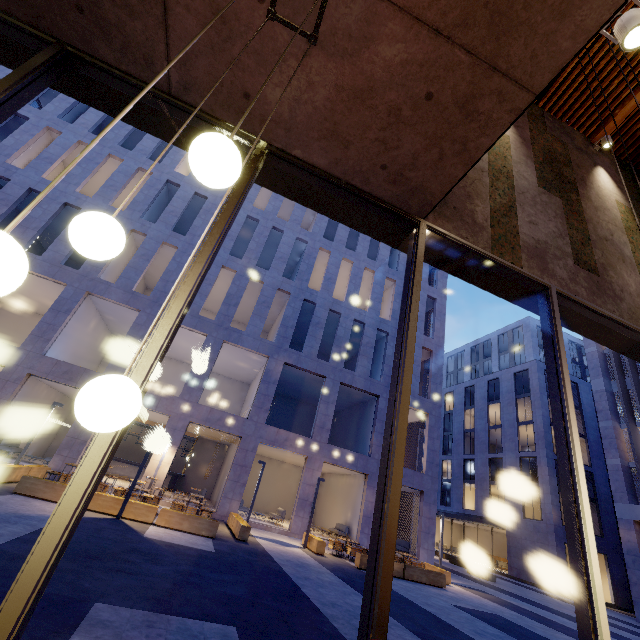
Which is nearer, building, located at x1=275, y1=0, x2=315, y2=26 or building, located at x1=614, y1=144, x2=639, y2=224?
building, located at x1=275, y1=0, x2=315, y2=26

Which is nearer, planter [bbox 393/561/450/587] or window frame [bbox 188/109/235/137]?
window frame [bbox 188/109/235/137]

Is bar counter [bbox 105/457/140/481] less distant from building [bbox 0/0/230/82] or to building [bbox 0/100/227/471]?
building [bbox 0/100/227/471]

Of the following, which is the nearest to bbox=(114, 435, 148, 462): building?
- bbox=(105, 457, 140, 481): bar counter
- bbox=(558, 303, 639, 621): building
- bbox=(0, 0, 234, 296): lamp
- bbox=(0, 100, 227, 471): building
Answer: bbox=(105, 457, 140, 481): bar counter

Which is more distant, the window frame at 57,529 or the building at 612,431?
the building at 612,431

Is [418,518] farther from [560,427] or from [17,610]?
[17,610]

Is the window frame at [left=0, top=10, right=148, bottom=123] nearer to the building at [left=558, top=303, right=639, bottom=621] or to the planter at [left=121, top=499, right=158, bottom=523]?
the planter at [left=121, top=499, right=158, bottom=523]

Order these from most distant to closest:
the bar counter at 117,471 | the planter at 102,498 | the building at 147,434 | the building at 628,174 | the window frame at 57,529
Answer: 1. the building at 147,434
2. the bar counter at 117,471
3. the planter at 102,498
4. the building at 628,174
5. the window frame at 57,529
